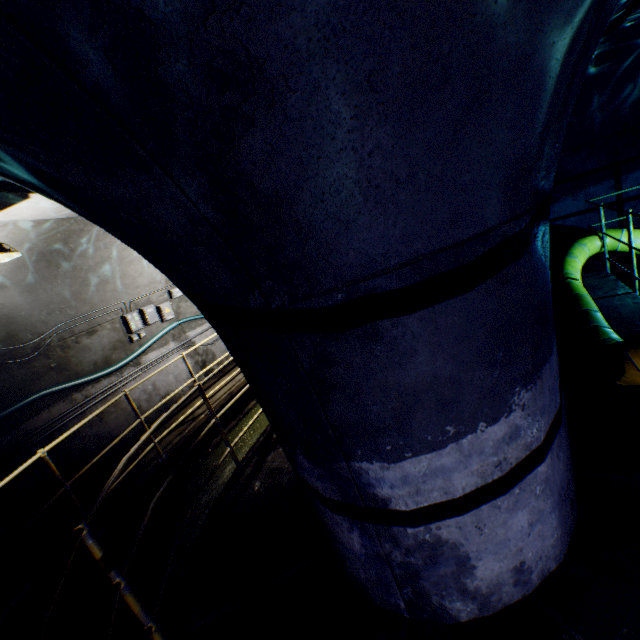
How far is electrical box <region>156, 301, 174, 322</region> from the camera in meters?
7.1

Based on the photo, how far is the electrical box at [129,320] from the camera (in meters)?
6.39

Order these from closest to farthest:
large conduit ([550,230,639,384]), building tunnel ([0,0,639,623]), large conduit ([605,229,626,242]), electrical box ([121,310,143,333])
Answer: building tunnel ([0,0,639,623]) < large conduit ([550,230,639,384]) < large conduit ([605,229,626,242]) < electrical box ([121,310,143,333])

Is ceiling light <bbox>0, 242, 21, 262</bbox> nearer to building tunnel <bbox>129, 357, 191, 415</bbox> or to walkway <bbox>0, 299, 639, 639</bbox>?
building tunnel <bbox>129, 357, 191, 415</bbox>

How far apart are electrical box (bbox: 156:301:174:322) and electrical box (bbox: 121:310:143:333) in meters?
0.5

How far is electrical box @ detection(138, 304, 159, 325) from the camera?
6.72m

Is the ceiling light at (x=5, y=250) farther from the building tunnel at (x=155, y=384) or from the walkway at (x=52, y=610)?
the walkway at (x=52, y=610)

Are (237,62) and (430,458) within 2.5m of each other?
yes
